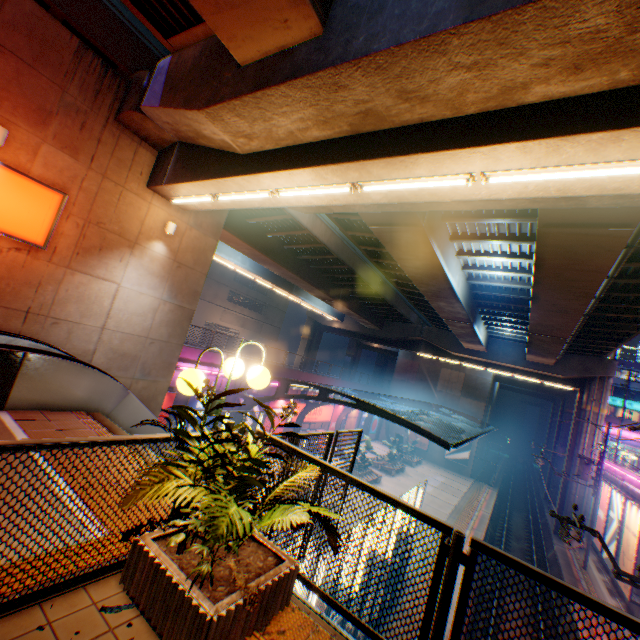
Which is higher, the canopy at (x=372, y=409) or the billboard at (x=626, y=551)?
the canopy at (x=372, y=409)

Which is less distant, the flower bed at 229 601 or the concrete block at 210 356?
the flower bed at 229 601

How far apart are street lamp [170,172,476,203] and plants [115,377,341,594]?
5.0m

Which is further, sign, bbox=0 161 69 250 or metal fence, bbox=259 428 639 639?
sign, bbox=0 161 69 250

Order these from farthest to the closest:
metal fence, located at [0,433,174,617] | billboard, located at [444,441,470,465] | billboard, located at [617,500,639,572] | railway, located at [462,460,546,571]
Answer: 1. billboard, located at [444,441,470,465]
2. railway, located at [462,460,546,571]
3. billboard, located at [617,500,639,572]
4. metal fence, located at [0,433,174,617]

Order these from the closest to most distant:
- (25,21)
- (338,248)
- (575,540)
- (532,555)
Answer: (25,21) < (575,540) < (338,248) < (532,555)

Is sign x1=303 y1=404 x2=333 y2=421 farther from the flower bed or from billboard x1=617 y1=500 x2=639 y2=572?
the flower bed

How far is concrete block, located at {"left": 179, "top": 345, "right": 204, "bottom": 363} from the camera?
17.8 meters
